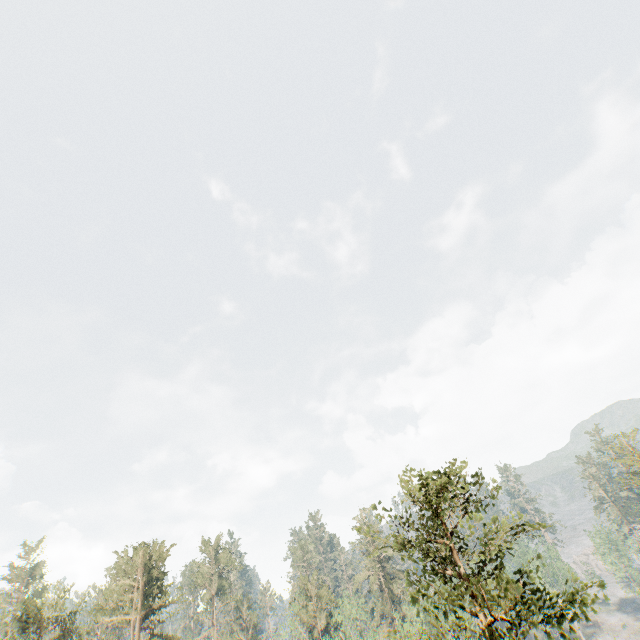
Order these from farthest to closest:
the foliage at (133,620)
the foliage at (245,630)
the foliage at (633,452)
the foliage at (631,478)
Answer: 1. the foliage at (245,630)
2. the foliage at (633,452)
3. the foliage at (631,478)
4. the foliage at (133,620)

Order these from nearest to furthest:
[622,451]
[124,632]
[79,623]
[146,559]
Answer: [79,623], [124,632], [146,559], [622,451]

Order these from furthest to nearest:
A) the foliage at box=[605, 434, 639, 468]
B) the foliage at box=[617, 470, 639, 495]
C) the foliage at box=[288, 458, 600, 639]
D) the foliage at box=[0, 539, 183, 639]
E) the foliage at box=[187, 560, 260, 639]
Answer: the foliage at box=[187, 560, 260, 639]
the foliage at box=[605, 434, 639, 468]
the foliage at box=[617, 470, 639, 495]
the foliage at box=[0, 539, 183, 639]
the foliage at box=[288, 458, 600, 639]

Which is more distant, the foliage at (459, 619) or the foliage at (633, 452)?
the foliage at (633, 452)

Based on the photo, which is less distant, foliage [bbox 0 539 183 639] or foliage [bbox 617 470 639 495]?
foliage [bbox 0 539 183 639]
